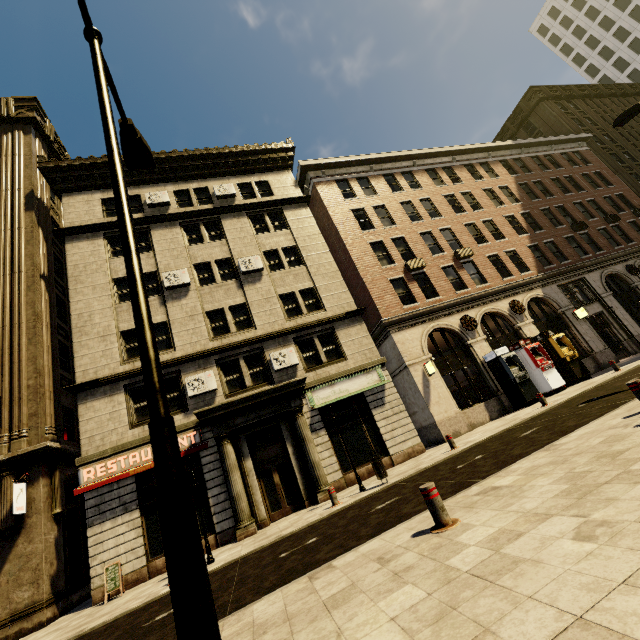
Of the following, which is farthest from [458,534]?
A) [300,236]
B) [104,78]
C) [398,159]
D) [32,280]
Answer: [398,159]

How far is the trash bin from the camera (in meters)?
10.80

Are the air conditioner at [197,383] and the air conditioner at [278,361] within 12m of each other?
yes

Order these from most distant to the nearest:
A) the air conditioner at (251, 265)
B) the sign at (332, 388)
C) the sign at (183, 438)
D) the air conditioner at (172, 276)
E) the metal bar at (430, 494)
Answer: the air conditioner at (251, 265) → the air conditioner at (172, 276) → the sign at (332, 388) → the sign at (183, 438) → the metal bar at (430, 494)

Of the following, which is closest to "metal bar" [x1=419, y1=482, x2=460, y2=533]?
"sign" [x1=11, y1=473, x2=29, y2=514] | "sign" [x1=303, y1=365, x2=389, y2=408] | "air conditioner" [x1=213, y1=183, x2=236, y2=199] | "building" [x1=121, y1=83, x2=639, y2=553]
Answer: "building" [x1=121, y1=83, x2=639, y2=553]

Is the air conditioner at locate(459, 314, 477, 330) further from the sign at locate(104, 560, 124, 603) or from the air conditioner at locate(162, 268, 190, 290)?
the sign at locate(104, 560, 124, 603)

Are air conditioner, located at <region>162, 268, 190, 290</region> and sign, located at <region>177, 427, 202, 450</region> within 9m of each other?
yes

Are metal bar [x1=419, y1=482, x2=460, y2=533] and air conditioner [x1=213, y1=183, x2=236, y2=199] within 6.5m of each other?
no
